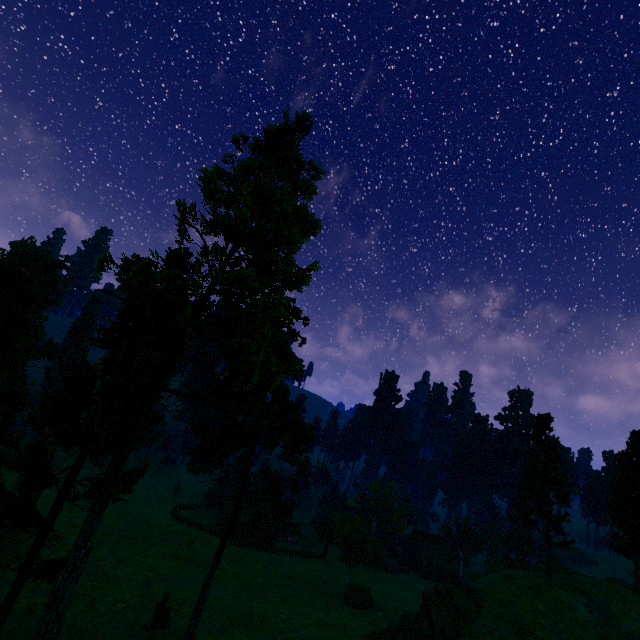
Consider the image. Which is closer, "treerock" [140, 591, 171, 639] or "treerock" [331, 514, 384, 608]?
"treerock" [140, 591, 171, 639]

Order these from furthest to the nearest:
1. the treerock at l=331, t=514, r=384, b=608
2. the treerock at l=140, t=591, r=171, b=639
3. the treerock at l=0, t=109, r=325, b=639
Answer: the treerock at l=331, t=514, r=384, b=608, the treerock at l=140, t=591, r=171, b=639, the treerock at l=0, t=109, r=325, b=639

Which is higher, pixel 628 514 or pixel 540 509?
pixel 628 514

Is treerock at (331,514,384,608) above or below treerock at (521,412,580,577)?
below

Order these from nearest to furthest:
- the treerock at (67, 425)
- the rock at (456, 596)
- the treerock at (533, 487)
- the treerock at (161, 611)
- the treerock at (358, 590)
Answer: the treerock at (67, 425) → the rock at (456, 596) → the treerock at (161, 611) → the treerock at (533, 487) → the treerock at (358, 590)

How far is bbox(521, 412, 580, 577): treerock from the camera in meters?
33.3

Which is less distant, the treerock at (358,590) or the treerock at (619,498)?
the treerock at (619,498)
